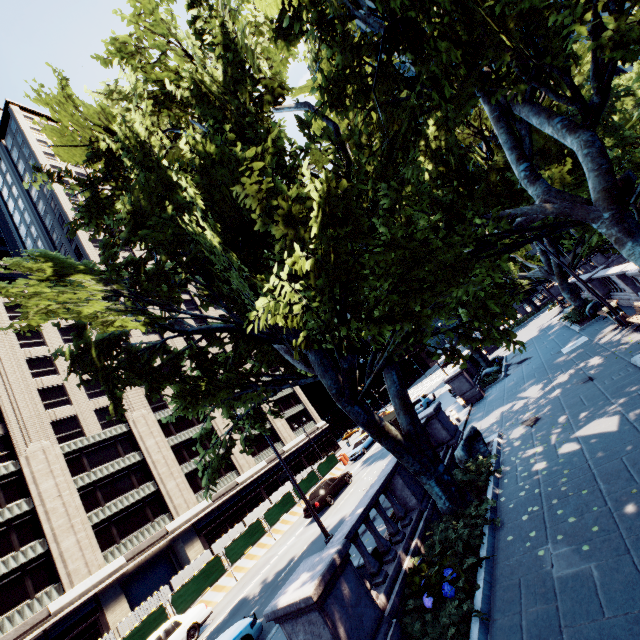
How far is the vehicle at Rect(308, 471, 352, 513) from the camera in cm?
2191

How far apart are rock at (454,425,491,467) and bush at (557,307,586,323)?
15.06m

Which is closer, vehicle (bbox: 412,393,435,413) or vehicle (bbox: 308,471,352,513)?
vehicle (bbox: 308,471,352,513)

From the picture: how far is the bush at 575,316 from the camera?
21.15m

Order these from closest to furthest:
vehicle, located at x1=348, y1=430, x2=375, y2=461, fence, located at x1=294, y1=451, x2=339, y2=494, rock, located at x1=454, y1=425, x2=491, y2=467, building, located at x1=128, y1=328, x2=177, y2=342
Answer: rock, located at x1=454, y1=425, x2=491, y2=467 → fence, located at x1=294, y1=451, x2=339, y2=494 → vehicle, located at x1=348, y1=430, x2=375, y2=461 → building, located at x1=128, y1=328, x2=177, y2=342

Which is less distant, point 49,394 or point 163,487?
point 49,394

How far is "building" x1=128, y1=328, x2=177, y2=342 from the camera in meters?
47.2 m

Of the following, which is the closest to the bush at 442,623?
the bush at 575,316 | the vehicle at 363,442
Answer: the bush at 575,316
